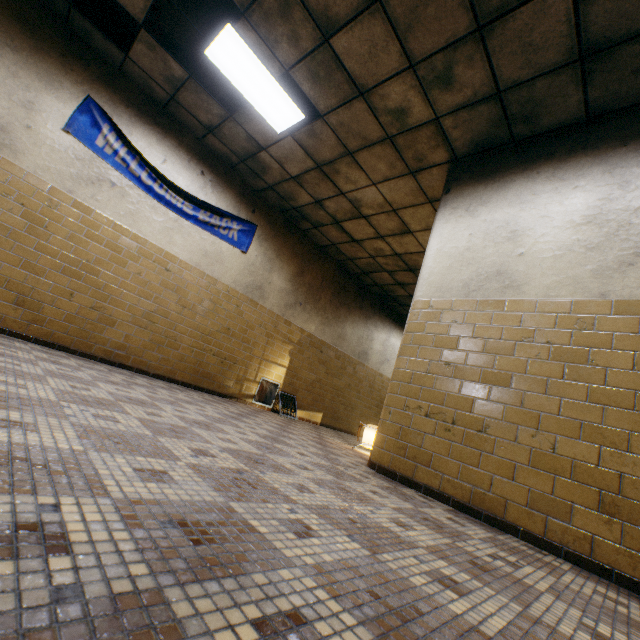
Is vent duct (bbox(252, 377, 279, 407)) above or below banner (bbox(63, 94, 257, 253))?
below

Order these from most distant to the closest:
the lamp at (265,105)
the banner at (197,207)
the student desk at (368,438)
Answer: the student desk at (368,438)
the banner at (197,207)
the lamp at (265,105)

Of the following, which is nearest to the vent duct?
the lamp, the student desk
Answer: the student desk

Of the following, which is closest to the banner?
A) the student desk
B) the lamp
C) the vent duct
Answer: the lamp

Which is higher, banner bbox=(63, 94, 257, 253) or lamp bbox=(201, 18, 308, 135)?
lamp bbox=(201, 18, 308, 135)

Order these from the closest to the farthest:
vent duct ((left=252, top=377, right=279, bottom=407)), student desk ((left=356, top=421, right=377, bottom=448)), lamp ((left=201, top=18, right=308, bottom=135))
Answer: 1. lamp ((left=201, top=18, right=308, bottom=135))
2. student desk ((left=356, top=421, right=377, bottom=448))
3. vent duct ((left=252, top=377, right=279, bottom=407))

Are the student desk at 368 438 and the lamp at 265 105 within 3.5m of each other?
no

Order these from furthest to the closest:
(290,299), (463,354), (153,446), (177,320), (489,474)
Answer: (290,299)
(177,320)
(463,354)
(489,474)
(153,446)
